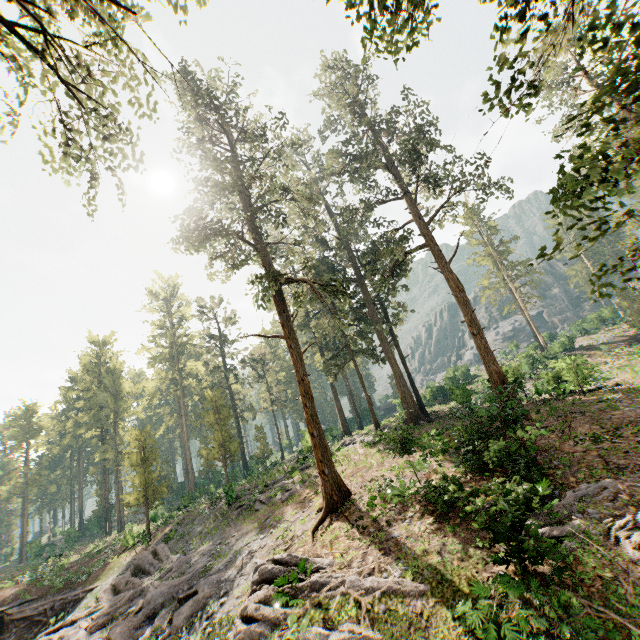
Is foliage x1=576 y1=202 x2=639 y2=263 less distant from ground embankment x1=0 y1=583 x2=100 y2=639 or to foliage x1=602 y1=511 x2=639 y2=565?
ground embankment x1=0 y1=583 x2=100 y2=639

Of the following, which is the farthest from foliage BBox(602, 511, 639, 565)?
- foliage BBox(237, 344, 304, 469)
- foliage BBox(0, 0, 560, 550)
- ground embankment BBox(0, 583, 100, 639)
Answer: foliage BBox(237, 344, 304, 469)

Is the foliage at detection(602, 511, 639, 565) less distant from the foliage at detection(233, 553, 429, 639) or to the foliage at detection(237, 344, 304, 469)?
the foliage at detection(233, 553, 429, 639)

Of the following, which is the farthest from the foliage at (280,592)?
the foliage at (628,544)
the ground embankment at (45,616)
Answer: the foliage at (628,544)

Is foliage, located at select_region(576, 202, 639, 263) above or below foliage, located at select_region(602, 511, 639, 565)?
above

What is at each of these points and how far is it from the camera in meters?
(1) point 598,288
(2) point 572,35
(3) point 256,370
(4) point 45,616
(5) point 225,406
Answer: (1) foliage, 5.4
(2) foliage, 29.4
(3) foliage, 52.6
(4) ground embankment, 24.0
(5) foliage, 33.8

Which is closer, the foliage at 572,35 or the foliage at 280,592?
the foliage at 572,35
